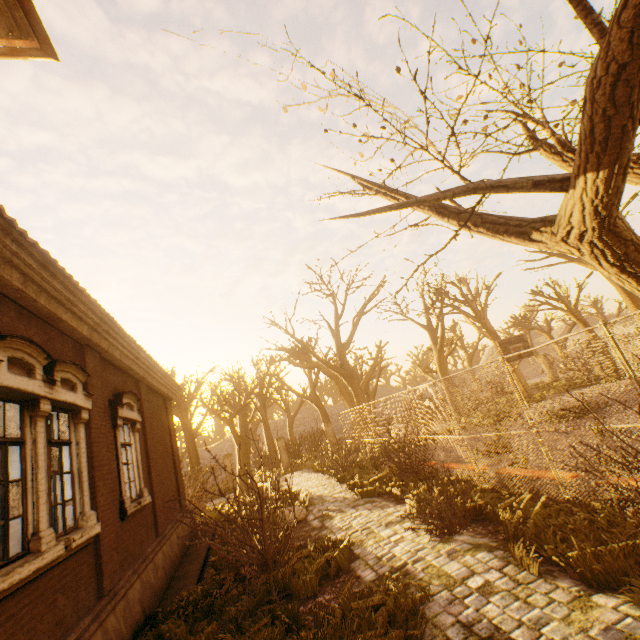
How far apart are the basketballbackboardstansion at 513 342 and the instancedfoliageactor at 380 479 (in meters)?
7.59

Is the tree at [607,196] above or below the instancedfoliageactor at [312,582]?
above

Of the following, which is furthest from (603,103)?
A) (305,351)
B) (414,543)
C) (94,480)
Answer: (305,351)

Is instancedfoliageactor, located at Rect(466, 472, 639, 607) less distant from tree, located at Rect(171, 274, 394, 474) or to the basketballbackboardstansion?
tree, located at Rect(171, 274, 394, 474)

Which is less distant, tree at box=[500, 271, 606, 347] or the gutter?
the gutter

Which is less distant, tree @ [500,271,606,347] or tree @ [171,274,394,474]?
tree @ [171,274,394,474]

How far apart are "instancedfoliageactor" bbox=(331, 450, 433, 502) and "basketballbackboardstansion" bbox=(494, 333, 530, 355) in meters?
7.6

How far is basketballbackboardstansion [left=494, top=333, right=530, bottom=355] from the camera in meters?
15.3
